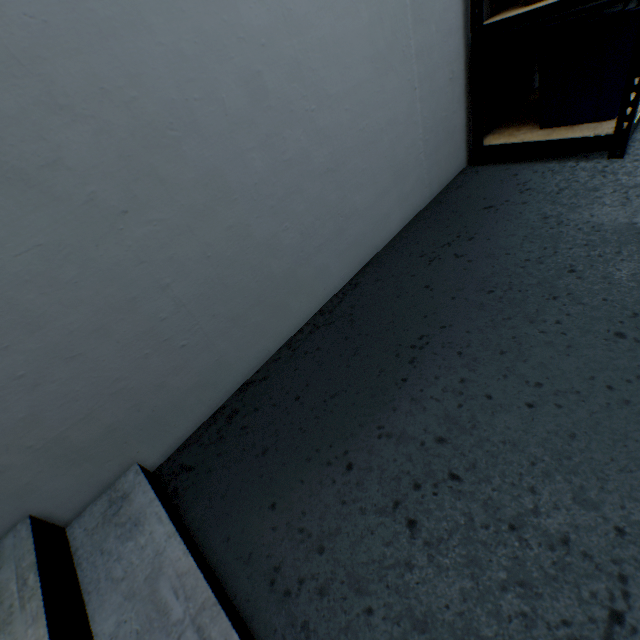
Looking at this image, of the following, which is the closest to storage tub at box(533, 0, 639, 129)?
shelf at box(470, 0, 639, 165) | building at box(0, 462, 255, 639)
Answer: shelf at box(470, 0, 639, 165)

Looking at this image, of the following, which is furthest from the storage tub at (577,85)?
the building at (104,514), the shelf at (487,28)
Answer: the building at (104,514)

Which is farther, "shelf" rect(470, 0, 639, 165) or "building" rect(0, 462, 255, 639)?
"shelf" rect(470, 0, 639, 165)

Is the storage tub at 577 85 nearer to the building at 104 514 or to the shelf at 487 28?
the shelf at 487 28

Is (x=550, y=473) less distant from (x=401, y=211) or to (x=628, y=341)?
(x=628, y=341)

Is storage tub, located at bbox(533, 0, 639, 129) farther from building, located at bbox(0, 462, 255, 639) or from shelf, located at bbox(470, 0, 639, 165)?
building, located at bbox(0, 462, 255, 639)
